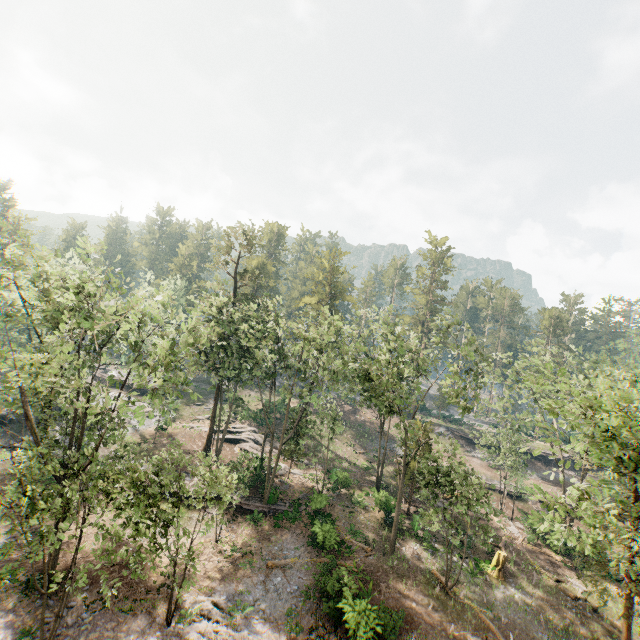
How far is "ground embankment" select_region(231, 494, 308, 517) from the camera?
28.2 meters

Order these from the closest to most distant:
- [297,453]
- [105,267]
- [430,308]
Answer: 1. [297,453]
2. [105,267]
3. [430,308]

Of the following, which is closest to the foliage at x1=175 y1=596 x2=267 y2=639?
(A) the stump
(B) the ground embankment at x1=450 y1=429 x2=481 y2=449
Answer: (B) the ground embankment at x1=450 y1=429 x2=481 y2=449

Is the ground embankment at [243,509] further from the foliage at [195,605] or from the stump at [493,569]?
the stump at [493,569]

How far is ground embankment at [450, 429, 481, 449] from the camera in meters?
51.1

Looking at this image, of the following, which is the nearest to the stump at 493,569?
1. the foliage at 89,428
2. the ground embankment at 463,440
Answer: the foliage at 89,428

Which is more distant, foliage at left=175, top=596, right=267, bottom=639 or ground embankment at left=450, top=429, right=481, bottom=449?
ground embankment at left=450, top=429, right=481, bottom=449

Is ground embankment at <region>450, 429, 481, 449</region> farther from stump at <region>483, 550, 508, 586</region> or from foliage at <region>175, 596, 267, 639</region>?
stump at <region>483, 550, 508, 586</region>
